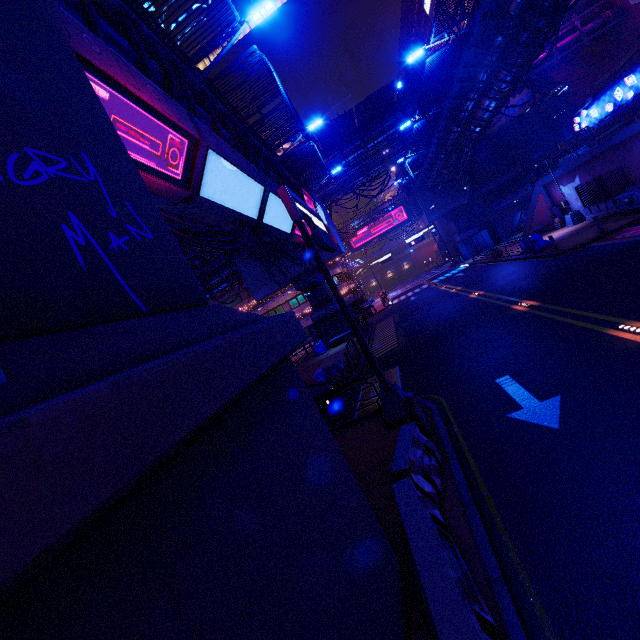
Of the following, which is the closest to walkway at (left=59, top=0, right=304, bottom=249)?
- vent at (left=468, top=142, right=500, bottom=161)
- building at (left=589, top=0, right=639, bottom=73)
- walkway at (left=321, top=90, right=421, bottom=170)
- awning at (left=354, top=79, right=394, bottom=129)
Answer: walkway at (left=321, top=90, right=421, bottom=170)

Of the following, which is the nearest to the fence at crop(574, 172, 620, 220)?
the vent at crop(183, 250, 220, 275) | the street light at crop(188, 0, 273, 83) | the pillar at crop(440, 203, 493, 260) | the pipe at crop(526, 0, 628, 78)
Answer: the pipe at crop(526, 0, 628, 78)

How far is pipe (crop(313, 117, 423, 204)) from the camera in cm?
3422

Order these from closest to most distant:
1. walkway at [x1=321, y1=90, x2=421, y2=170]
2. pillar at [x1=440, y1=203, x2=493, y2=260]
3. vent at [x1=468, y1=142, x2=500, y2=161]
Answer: walkway at [x1=321, y1=90, x2=421, y2=170] → vent at [x1=468, y1=142, x2=500, y2=161] → pillar at [x1=440, y1=203, x2=493, y2=260]

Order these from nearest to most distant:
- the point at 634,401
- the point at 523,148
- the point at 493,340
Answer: the point at 634,401
the point at 493,340
the point at 523,148

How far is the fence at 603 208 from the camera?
21.64m

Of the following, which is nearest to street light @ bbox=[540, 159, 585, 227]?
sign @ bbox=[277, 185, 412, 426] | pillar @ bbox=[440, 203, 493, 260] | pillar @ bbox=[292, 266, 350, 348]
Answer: pillar @ bbox=[440, 203, 493, 260]

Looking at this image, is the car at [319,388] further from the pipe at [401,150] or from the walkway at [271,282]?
the pipe at [401,150]
